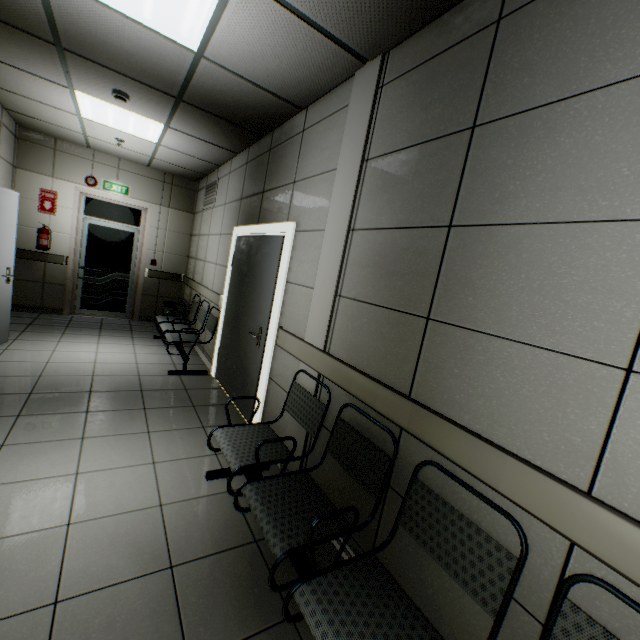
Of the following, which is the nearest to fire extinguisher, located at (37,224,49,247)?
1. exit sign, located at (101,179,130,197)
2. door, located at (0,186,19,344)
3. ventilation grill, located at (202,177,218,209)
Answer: exit sign, located at (101,179,130,197)

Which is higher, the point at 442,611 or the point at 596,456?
the point at 596,456

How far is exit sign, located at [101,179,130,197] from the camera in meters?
6.4 m

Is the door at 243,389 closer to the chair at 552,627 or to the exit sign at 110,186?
the chair at 552,627

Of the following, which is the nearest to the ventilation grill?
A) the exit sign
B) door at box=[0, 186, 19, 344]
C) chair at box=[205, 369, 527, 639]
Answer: the exit sign

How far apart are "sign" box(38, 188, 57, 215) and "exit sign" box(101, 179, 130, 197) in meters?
0.8

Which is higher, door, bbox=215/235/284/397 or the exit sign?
the exit sign

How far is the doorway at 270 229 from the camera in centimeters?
309cm
